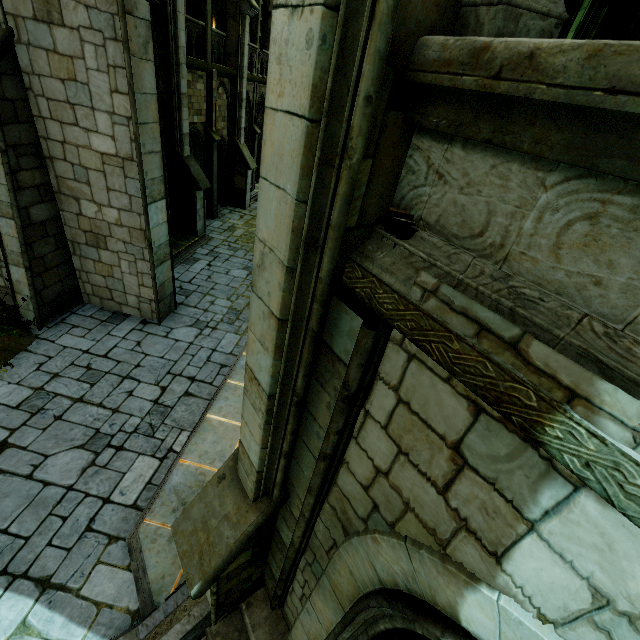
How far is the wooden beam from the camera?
1.6 meters

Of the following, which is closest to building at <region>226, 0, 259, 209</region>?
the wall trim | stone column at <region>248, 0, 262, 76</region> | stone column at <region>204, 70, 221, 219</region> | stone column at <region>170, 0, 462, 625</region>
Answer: stone column at <region>248, 0, 262, 76</region>

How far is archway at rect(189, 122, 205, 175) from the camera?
14.17m

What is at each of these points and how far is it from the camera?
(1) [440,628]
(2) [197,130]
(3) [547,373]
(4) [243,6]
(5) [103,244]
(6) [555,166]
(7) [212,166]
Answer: (1) window, 1.7 meters
(2) archway, 14.4 meters
(3) window, 1.1 meters
(4) building, 14.6 meters
(5) building, 8.7 meters
(6) wall trim, 1.1 meters
(7) stone column, 15.8 meters

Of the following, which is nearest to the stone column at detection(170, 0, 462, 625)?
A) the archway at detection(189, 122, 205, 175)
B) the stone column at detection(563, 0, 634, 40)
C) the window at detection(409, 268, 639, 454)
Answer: the window at detection(409, 268, 639, 454)

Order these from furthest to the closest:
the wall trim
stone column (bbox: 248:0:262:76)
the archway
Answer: stone column (bbox: 248:0:262:76) < the archway < the wall trim

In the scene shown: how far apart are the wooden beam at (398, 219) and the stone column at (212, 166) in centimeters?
1648cm

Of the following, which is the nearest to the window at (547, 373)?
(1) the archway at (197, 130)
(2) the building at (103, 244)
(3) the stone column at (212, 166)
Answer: (2) the building at (103, 244)
